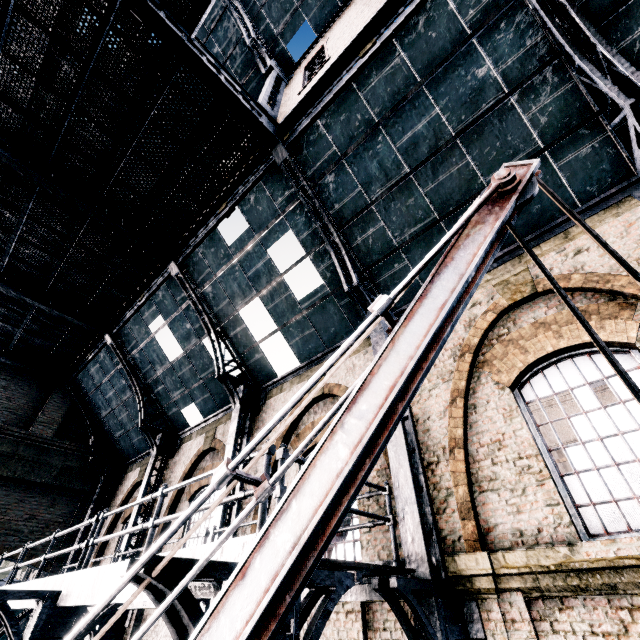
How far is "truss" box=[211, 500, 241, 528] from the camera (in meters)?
8.70

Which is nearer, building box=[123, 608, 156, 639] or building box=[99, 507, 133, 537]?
building box=[123, 608, 156, 639]

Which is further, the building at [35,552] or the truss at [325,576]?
the building at [35,552]

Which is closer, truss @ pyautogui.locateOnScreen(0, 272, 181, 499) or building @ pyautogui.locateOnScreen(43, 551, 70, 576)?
truss @ pyautogui.locateOnScreen(0, 272, 181, 499)

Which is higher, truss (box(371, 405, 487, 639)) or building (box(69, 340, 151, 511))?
building (box(69, 340, 151, 511))

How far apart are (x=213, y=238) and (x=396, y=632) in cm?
1124

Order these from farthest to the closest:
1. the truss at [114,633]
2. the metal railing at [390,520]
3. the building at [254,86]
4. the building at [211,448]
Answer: the building at [254,86], the building at [211,448], the truss at [114,633], the metal railing at [390,520]
